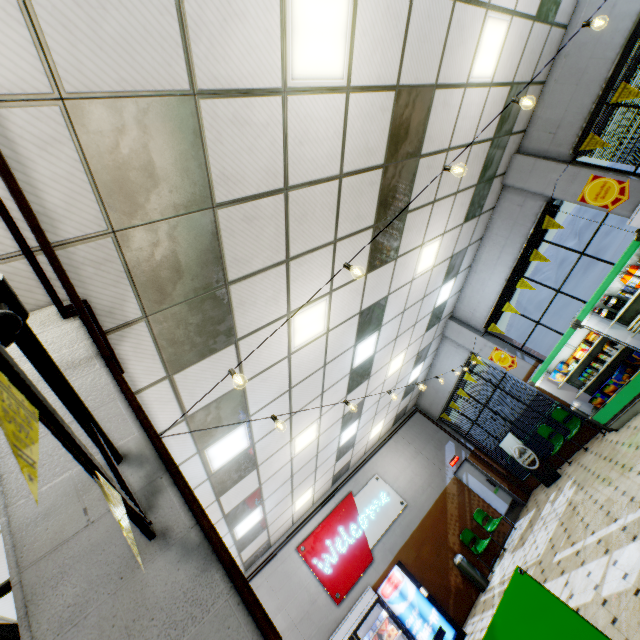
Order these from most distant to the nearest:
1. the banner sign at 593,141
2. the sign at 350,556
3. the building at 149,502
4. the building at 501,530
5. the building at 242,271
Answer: the building at 501,530 → the sign at 350,556 → the banner sign at 593,141 → the building at 242,271 → the building at 149,502

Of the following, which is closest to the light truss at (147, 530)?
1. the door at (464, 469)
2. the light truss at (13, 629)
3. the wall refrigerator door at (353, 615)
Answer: the light truss at (13, 629)

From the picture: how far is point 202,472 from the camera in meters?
5.2

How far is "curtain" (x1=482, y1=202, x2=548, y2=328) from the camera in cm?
788

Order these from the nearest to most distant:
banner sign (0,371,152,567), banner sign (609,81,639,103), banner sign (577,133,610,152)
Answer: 1. banner sign (0,371,152,567)
2. banner sign (609,81,639,103)
3. banner sign (577,133,610,152)

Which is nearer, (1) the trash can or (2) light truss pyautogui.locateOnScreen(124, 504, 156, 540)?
(2) light truss pyautogui.locateOnScreen(124, 504, 156, 540)

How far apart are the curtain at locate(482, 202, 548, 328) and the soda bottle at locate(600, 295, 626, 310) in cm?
179

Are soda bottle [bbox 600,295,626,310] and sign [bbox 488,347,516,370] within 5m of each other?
yes
